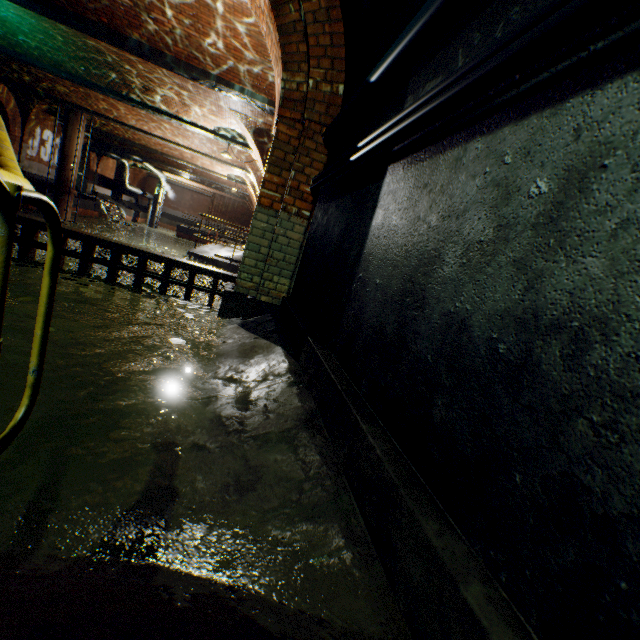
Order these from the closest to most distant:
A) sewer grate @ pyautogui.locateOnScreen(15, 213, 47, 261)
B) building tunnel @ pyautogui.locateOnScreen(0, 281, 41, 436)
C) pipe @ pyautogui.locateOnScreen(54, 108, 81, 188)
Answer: building tunnel @ pyautogui.locateOnScreen(0, 281, 41, 436), sewer grate @ pyautogui.locateOnScreen(15, 213, 47, 261), pipe @ pyautogui.locateOnScreen(54, 108, 81, 188)

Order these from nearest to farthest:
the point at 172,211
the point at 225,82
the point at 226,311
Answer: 1. the point at 226,311
2. the point at 225,82
3. the point at 172,211

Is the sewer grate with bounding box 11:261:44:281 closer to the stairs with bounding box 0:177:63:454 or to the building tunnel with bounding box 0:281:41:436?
the building tunnel with bounding box 0:281:41:436

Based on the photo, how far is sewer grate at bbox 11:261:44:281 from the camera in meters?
3.7 m

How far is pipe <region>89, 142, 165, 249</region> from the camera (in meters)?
25.61

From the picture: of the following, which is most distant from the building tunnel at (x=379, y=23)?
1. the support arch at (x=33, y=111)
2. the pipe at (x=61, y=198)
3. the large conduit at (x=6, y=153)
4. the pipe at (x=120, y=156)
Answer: the pipe at (x=120, y=156)

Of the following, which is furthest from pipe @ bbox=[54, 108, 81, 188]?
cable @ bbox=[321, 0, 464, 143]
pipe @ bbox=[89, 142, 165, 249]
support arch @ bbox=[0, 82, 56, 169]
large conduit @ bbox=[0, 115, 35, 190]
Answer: cable @ bbox=[321, 0, 464, 143]

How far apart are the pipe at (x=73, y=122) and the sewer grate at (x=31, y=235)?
17.98m
